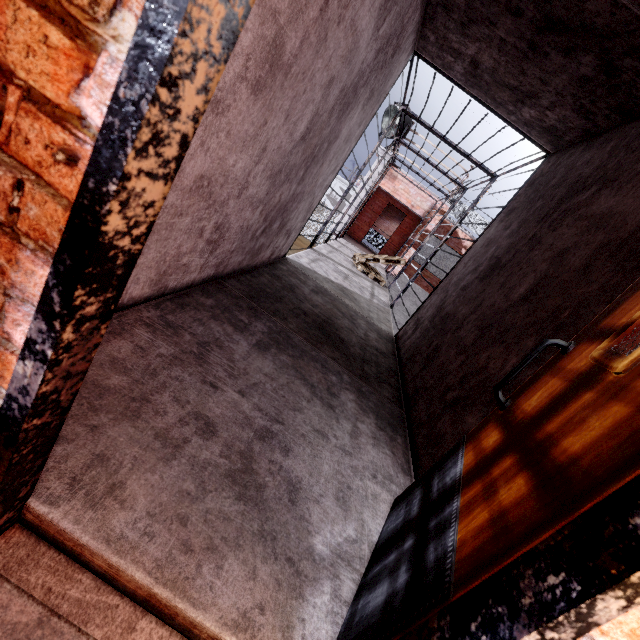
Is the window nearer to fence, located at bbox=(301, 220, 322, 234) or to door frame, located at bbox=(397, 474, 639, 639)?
fence, located at bbox=(301, 220, 322, 234)

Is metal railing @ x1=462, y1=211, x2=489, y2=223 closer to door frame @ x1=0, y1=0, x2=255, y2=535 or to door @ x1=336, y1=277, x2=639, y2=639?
door @ x1=336, y1=277, x2=639, y2=639

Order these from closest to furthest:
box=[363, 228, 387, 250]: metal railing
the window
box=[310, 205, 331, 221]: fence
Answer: the window
box=[363, 228, 387, 250]: metal railing
box=[310, 205, 331, 221]: fence

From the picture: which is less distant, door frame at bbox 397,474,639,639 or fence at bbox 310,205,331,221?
door frame at bbox 397,474,639,639

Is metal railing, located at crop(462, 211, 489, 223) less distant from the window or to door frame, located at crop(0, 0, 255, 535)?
the window

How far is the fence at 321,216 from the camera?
31.53m

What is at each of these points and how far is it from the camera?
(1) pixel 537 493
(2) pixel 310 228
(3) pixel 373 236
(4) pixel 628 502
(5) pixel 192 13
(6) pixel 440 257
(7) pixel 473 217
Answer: (1) door, 0.8 meters
(2) fence, 32.2 meters
(3) metal railing, 16.4 meters
(4) door frame, 0.6 meters
(5) door frame, 0.4 meters
(6) window, 14.8 meters
(7) metal railing, 14.0 meters

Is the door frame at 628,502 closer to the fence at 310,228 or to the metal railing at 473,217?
the fence at 310,228
